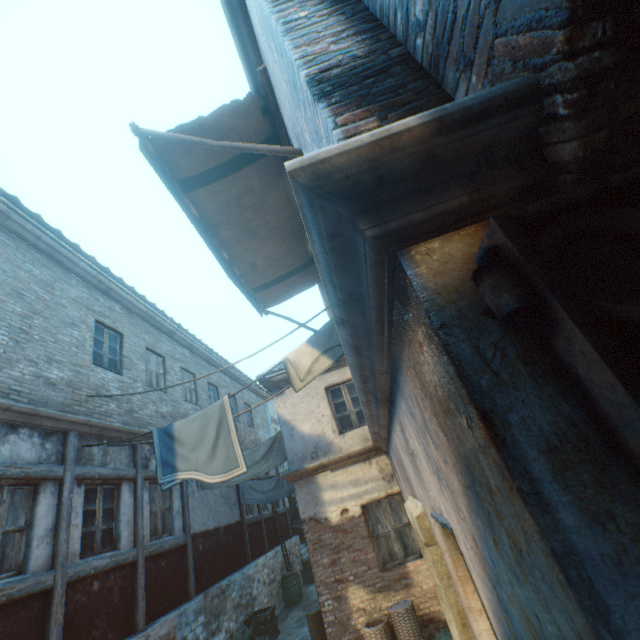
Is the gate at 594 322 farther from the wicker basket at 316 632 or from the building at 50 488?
the wicker basket at 316 632

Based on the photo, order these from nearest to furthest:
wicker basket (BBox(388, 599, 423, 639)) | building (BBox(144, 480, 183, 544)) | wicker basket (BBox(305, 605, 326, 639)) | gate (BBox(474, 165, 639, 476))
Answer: gate (BBox(474, 165, 639, 476))
wicker basket (BBox(388, 599, 423, 639))
wicker basket (BBox(305, 605, 326, 639))
building (BBox(144, 480, 183, 544))

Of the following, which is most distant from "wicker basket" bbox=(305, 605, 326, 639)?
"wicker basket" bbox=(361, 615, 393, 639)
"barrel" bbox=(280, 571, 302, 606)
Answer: "barrel" bbox=(280, 571, 302, 606)

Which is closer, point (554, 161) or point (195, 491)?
point (554, 161)

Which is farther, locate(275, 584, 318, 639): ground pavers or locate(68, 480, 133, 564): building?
A: locate(275, 584, 318, 639): ground pavers

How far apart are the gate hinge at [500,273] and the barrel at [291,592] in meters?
16.2 m

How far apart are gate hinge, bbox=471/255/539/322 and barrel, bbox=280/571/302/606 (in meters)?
16.23
